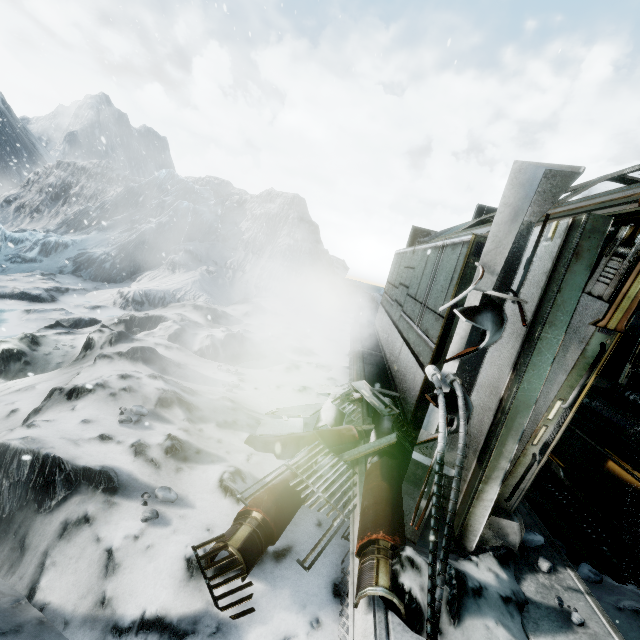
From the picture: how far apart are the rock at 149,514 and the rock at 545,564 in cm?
309

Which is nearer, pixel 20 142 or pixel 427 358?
pixel 427 358

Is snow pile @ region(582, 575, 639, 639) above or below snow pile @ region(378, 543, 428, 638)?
below

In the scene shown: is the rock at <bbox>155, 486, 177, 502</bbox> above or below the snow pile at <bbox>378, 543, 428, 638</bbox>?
below

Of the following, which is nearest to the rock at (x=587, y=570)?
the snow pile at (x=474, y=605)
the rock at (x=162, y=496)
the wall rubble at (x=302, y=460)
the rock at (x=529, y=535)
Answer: the snow pile at (x=474, y=605)

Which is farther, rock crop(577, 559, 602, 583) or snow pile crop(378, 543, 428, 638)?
rock crop(577, 559, 602, 583)

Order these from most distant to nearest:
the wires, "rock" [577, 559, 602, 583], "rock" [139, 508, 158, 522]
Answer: "rock" [577, 559, 602, 583], "rock" [139, 508, 158, 522], the wires

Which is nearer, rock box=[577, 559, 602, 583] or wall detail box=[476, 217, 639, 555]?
wall detail box=[476, 217, 639, 555]
